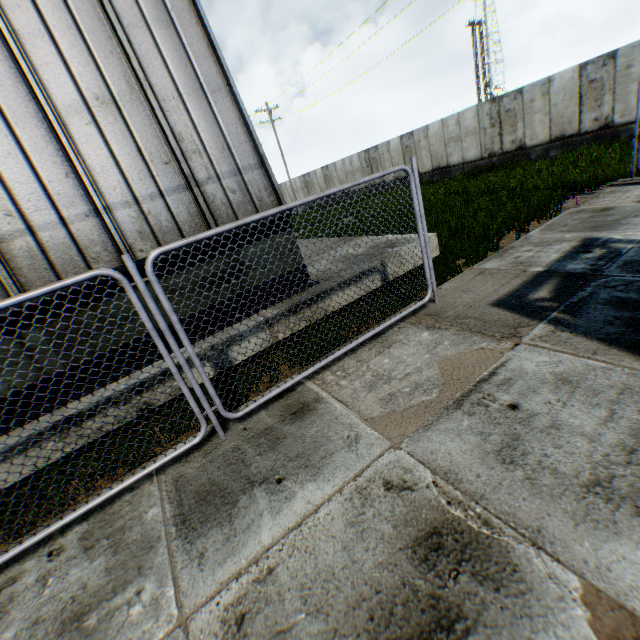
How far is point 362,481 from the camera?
2.66m
